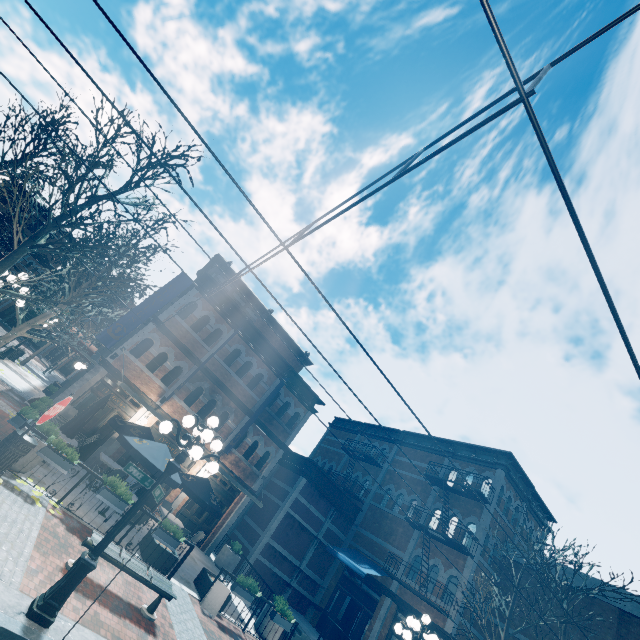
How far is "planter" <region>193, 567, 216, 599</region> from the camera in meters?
10.3 m

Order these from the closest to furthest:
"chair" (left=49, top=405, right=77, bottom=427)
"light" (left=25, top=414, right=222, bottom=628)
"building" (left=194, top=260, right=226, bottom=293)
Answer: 1. "light" (left=25, top=414, right=222, bottom=628)
2. "chair" (left=49, top=405, right=77, bottom=427)
3. "building" (left=194, top=260, right=226, bottom=293)

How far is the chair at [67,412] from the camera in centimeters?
1250cm

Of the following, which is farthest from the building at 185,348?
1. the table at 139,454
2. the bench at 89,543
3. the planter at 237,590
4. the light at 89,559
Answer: the light at 89,559

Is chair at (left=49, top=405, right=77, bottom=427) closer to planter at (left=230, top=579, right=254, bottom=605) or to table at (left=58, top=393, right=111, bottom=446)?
table at (left=58, top=393, right=111, bottom=446)

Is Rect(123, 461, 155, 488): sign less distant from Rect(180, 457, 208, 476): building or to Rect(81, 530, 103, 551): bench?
Rect(81, 530, 103, 551): bench

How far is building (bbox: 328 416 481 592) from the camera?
14.7m

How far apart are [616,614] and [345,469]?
15.01m
